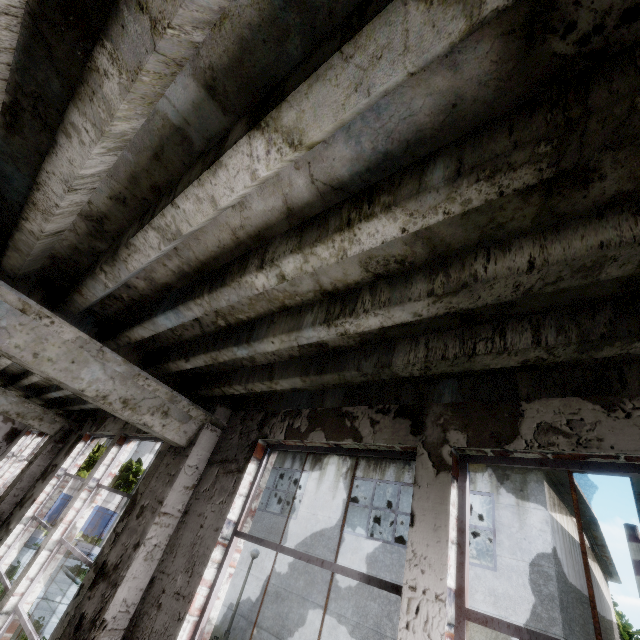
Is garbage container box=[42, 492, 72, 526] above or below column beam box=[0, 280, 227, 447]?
below

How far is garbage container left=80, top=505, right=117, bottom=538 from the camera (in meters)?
27.59

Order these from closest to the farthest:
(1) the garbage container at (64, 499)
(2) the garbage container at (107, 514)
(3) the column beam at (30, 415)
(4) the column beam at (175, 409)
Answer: (4) the column beam at (175, 409) < (3) the column beam at (30, 415) < (1) the garbage container at (64, 499) < (2) the garbage container at (107, 514)

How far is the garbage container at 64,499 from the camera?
25.91m

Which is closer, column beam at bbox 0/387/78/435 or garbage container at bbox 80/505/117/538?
column beam at bbox 0/387/78/435

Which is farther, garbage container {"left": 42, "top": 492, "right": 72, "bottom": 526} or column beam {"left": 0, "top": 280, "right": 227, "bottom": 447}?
garbage container {"left": 42, "top": 492, "right": 72, "bottom": 526}

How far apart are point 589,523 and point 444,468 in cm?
1934
